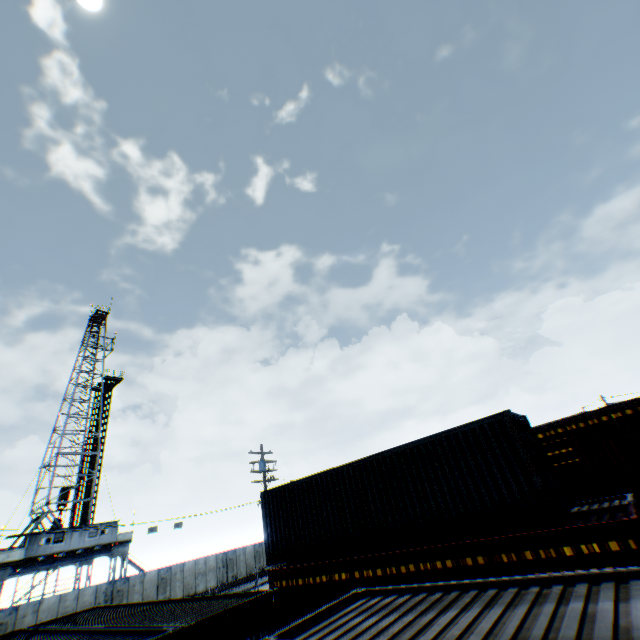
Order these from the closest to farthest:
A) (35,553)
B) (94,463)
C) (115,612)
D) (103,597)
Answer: (115,612)
(103,597)
(35,553)
(94,463)
